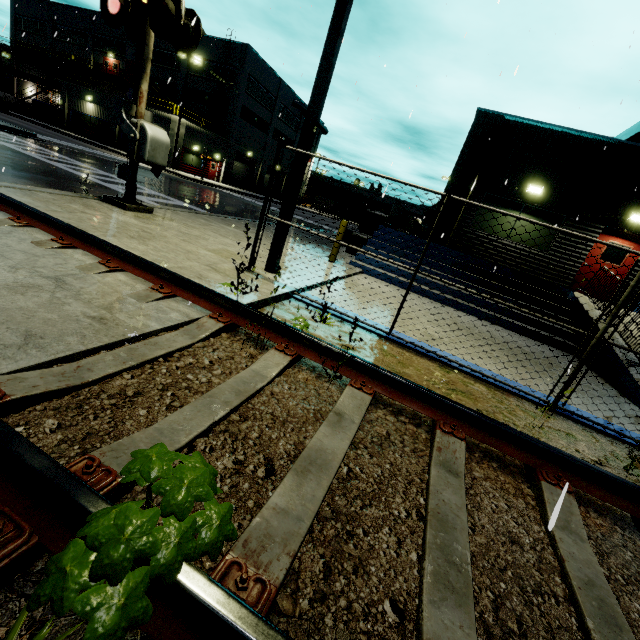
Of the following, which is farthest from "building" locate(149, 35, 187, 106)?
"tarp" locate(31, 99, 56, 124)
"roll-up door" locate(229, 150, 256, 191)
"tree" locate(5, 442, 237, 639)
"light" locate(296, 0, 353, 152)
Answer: "tree" locate(5, 442, 237, 639)

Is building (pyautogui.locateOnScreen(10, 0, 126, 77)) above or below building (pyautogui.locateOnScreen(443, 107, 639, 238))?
above

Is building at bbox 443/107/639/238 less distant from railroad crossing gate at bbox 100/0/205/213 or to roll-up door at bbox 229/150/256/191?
roll-up door at bbox 229/150/256/191

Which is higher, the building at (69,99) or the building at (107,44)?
the building at (107,44)

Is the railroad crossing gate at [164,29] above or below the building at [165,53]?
below

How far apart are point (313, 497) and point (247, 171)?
49.5 meters

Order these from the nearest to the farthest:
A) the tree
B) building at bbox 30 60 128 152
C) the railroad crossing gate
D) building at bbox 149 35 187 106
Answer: the tree
the railroad crossing gate
building at bbox 30 60 128 152
building at bbox 149 35 187 106

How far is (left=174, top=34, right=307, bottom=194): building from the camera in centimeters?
3569cm
